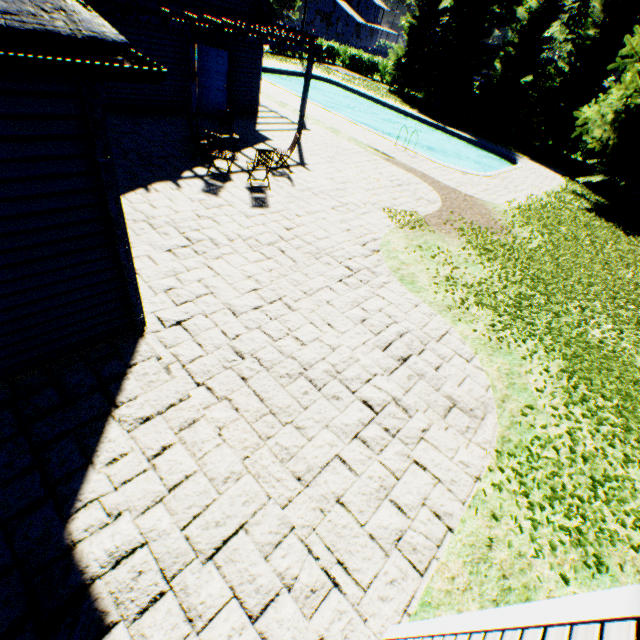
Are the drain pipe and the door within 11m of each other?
no

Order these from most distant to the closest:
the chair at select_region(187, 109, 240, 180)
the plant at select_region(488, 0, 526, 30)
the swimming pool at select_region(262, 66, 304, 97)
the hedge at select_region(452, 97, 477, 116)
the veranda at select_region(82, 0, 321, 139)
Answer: the plant at select_region(488, 0, 526, 30), the hedge at select_region(452, 97, 477, 116), the swimming pool at select_region(262, 66, 304, 97), the chair at select_region(187, 109, 240, 180), the veranda at select_region(82, 0, 321, 139)

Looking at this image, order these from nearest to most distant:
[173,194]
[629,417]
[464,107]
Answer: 1. [629,417]
2. [173,194]
3. [464,107]

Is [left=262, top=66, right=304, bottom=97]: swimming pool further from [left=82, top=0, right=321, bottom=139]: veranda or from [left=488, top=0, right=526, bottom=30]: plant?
[left=82, top=0, right=321, bottom=139]: veranda

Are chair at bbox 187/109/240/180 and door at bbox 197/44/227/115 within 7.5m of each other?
yes

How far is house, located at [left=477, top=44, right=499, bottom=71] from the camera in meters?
35.5

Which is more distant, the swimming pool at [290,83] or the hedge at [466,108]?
the hedge at [466,108]

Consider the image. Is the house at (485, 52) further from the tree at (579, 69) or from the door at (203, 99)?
the door at (203, 99)
